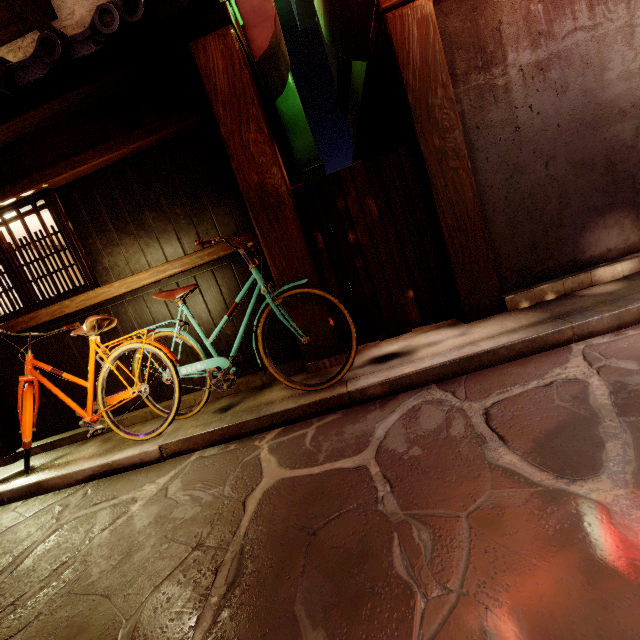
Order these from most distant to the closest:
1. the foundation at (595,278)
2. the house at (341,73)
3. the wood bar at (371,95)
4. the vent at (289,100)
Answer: the house at (341,73) → the vent at (289,100) → the foundation at (595,278) → the wood bar at (371,95)

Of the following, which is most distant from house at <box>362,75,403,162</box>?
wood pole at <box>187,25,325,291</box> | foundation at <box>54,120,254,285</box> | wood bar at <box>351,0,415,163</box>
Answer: foundation at <box>54,120,254,285</box>

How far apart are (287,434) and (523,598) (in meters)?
3.40

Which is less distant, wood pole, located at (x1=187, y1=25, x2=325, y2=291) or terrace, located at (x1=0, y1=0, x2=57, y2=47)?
wood pole, located at (x1=187, y1=25, x2=325, y2=291)

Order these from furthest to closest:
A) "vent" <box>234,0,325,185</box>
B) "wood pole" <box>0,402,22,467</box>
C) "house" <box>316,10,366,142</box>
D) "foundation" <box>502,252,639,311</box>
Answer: "house" <box>316,10,366,142</box>, "wood pole" <box>0,402,22,467</box>, "vent" <box>234,0,325,185</box>, "foundation" <box>502,252,639,311</box>

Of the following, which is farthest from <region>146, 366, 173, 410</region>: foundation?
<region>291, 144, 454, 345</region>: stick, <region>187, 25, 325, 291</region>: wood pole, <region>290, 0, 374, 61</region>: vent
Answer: <region>290, 0, 374, 61</region>: vent

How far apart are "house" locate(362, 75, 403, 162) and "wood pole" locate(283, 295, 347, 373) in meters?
2.6

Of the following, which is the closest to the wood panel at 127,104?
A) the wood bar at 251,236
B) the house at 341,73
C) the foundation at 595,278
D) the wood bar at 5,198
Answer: the wood bar at 5,198
